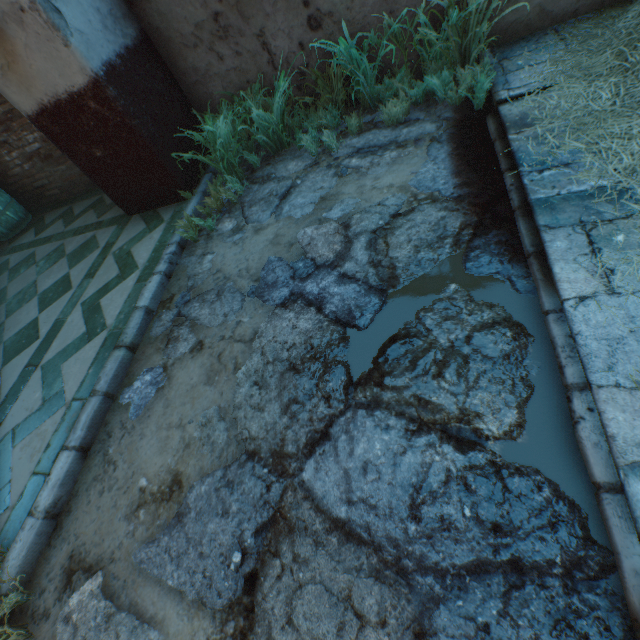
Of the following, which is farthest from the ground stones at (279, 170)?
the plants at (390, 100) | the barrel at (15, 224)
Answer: the barrel at (15, 224)

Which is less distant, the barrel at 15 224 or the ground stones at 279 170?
the ground stones at 279 170

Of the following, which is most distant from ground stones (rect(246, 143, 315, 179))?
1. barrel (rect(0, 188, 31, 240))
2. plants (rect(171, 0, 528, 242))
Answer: barrel (rect(0, 188, 31, 240))

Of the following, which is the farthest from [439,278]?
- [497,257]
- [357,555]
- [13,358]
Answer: [13,358]

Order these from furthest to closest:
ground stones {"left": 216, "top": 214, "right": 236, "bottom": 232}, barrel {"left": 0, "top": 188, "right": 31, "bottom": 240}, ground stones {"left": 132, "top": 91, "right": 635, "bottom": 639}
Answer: barrel {"left": 0, "top": 188, "right": 31, "bottom": 240}, ground stones {"left": 216, "top": 214, "right": 236, "bottom": 232}, ground stones {"left": 132, "top": 91, "right": 635, "bottom": 639}

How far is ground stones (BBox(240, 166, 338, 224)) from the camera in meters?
2.8 m
